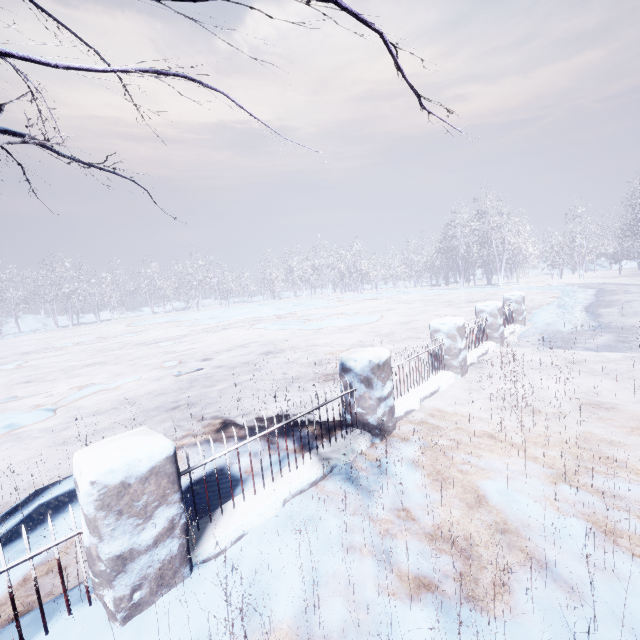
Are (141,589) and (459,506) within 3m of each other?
yes
